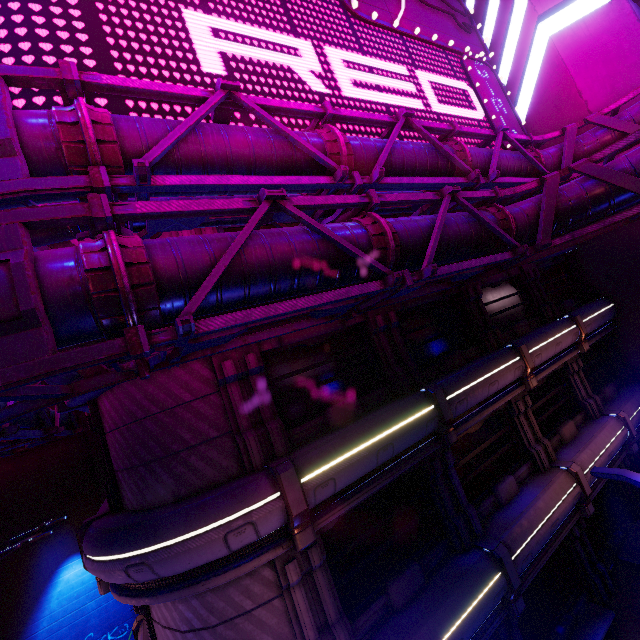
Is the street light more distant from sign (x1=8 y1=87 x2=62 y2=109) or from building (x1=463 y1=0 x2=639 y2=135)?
building (x1=463 y1=0 x2=639 y2=135)

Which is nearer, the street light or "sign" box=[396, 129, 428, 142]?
the street light

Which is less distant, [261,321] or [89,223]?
[89,223]

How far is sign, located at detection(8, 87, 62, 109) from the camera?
6.2m

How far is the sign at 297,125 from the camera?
8.8m

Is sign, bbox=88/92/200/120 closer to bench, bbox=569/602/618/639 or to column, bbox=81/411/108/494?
column, bbox=81/411/108/494
